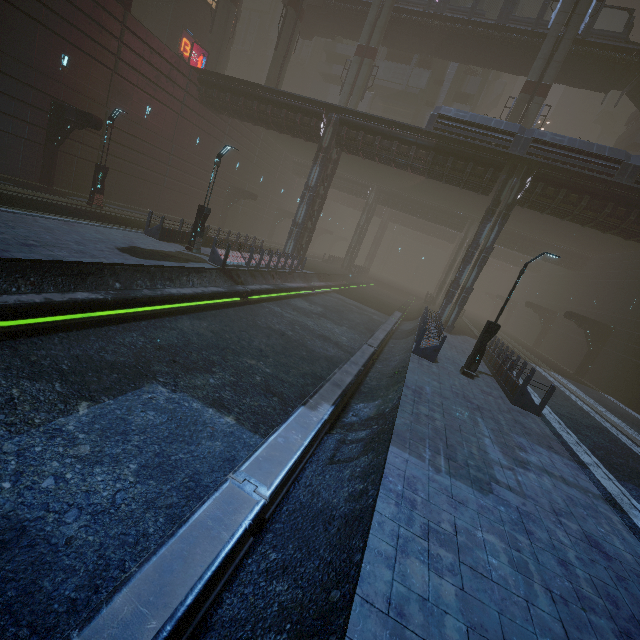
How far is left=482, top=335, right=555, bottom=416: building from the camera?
11.8 meters

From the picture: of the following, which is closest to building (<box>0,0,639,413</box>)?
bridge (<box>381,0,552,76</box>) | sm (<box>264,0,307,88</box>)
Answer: sm (<box>264,0,307,88</box>)

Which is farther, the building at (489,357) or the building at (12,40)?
the building at (12,40)

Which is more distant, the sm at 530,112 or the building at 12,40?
the sm at 530,112

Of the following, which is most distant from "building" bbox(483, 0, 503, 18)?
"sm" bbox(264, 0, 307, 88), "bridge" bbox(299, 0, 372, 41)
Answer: "bridge" bbox(299, 0, 372, 41)

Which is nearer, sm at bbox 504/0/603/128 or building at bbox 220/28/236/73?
sm at bbox 504/0/603/128

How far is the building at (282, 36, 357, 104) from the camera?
49.53m

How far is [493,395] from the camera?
12.3m
